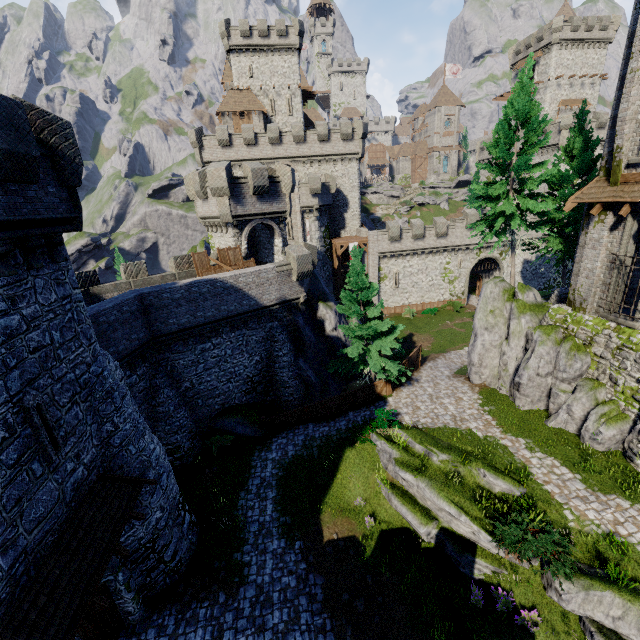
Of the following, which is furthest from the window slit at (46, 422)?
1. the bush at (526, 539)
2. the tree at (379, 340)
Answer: the tree at (379, 340)

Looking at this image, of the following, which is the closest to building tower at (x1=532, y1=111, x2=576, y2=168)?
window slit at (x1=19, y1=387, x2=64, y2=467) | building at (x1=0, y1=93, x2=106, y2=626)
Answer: building at (x1=0, y1=93, x2=106, y2=626)

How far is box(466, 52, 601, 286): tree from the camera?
18.73m

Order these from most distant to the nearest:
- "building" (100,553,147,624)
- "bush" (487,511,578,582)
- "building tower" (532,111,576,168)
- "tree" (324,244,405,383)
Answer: "building tower" (532,111,576,168) → "tree" (324,244,405,383) → "building" (100,553,147,624) → "bush" (487,511,578,582)

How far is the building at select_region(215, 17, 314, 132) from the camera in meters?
44.9 m

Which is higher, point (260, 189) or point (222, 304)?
point (260, 189)

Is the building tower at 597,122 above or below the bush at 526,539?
above

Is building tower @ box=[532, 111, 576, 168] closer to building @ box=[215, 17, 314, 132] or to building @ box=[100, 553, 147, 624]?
building @ box=[215, 17, 314, 132]
